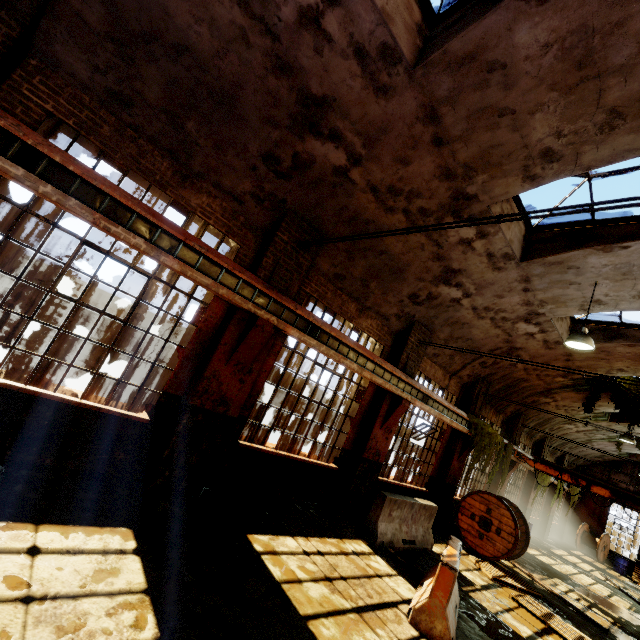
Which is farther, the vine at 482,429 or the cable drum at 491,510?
the vine at 482,429

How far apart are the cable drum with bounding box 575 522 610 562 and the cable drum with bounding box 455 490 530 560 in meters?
17.4

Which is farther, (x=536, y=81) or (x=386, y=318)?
(x=386, y=318)

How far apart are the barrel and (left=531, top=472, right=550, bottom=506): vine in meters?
8.6

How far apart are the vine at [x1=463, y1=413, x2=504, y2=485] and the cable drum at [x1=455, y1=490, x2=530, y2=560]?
0.4m

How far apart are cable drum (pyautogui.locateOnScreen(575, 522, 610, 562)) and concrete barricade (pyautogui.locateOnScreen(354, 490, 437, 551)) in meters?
21.4 m

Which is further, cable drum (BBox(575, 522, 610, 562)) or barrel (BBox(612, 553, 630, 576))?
cable drum (BBox(575, 522, 610, 562))

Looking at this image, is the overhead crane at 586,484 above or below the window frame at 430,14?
below
